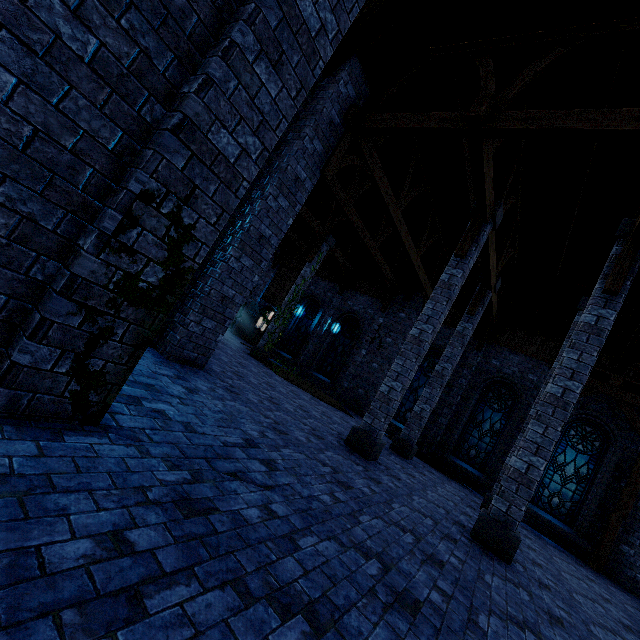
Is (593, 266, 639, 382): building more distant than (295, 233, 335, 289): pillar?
No

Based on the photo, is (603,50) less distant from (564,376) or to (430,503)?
(564,376)

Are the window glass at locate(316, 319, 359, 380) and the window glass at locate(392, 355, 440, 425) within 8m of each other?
yes

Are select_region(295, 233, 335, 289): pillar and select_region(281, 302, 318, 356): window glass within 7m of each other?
yes

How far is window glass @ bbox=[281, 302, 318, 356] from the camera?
19.75m

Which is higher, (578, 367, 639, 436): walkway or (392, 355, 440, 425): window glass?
(578, 367, 639, 436): walkway

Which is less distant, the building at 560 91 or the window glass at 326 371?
the building at 560 91

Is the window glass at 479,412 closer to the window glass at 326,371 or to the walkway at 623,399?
the walkway at 623,399
